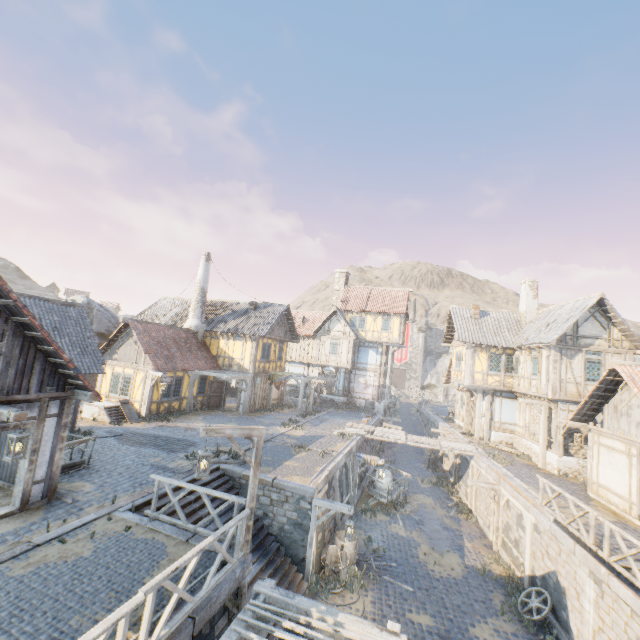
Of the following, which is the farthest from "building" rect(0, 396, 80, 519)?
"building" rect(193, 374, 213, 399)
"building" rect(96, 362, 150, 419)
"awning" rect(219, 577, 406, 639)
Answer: "building" rect(193, 374, 213, 399)

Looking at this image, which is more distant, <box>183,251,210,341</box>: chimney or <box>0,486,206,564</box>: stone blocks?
<box>183,251,210,341</box>: chimney

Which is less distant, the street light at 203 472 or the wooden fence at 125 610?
the wooden fence at 125 610

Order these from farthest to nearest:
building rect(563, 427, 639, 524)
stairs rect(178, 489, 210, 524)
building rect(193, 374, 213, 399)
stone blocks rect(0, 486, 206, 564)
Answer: building rect(193, 374, 213, 399) → building rect(563, 427, 639, 524) → stairs rect(178, 489, 210, 524) → stone blocks rect(0, 486, 206, 564)

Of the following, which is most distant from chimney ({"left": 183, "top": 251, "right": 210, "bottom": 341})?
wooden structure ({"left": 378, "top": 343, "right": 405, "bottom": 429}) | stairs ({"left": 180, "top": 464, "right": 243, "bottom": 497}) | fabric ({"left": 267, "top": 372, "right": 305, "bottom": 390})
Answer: wooden structure ({"left": 378, "top": 343, "right": 405, "bottom": 429})

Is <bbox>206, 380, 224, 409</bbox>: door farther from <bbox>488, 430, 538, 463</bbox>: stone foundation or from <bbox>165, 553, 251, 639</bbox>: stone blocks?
<bbox>488, 430, 538, 463</bbox>: stone foundation

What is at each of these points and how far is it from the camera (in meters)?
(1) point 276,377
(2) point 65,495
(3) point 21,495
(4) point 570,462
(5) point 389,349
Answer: (1) fabric, 26.25
(2) wood chunk, 9.25
(3) building, 8.33
(4) stone foundation, 17.23
(5) wooden structure, 32.25

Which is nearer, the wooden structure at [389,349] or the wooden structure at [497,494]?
the wooden structure at [497,494]
